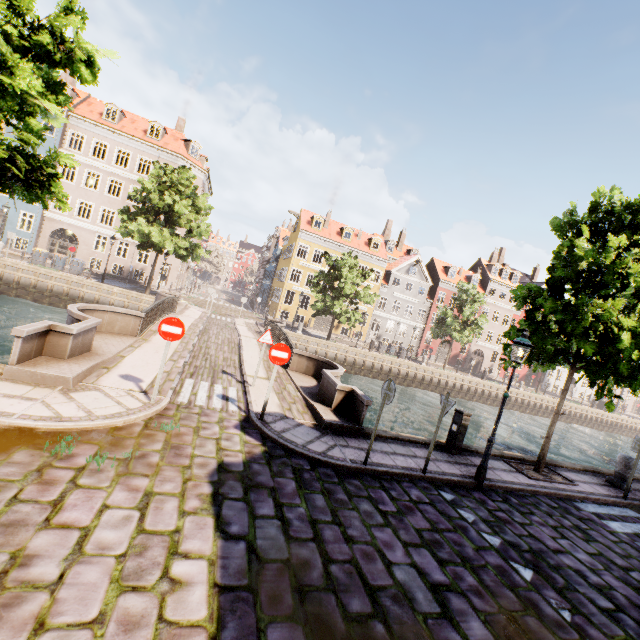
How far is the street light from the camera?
7.6m

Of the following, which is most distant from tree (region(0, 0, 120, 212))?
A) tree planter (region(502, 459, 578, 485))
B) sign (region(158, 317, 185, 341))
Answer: sign (region(158, 317, 185, 341))

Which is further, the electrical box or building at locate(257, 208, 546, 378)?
building at locate(257, 208, 546, 378)

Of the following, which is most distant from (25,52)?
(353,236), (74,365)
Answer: (353,236)

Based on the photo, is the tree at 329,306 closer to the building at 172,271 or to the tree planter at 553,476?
the tree planter at 553,476

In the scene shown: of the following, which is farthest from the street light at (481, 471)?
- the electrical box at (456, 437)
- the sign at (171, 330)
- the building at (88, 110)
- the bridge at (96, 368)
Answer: the building at (88, 110)

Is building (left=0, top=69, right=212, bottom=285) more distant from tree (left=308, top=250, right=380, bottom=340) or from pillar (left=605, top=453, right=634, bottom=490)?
pillar (left=605, top=453, right=634, bottom=490)

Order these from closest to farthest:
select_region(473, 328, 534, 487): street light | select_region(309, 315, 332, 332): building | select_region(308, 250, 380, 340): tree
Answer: select_region(473, 328, 534, 487): street light, select_region(308, 250, 380, 340): tree, select_region(309, 315, 332, 332): building
